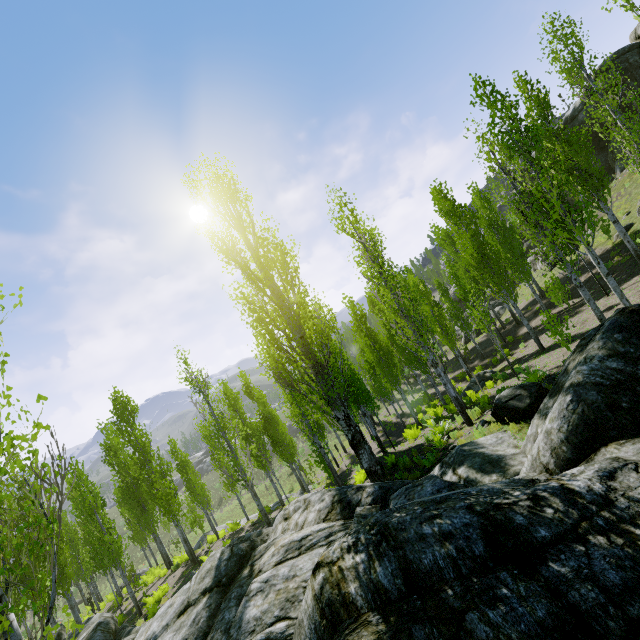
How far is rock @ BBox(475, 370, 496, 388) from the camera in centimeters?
1999cm

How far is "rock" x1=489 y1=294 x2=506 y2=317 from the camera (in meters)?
34.75

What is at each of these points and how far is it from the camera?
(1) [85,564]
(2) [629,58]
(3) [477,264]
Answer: (1) instancedfoliageactor, 25.9m
(2) rock, 26.1m
(3) instancedfoliageactor, 17.1m

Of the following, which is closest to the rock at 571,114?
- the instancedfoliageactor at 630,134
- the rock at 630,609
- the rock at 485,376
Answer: the instancedfoliageactor at 630,134

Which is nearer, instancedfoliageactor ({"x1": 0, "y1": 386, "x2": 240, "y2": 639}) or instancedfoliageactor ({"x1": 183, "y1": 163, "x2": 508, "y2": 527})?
instancedfoliageactor ({"x1": 0, "y1": 386, "x2": 240, "y2": 639})

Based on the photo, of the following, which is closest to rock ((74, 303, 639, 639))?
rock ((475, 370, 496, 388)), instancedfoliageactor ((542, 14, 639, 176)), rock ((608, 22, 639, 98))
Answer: instancedfoliageactor ((542, 14, 639, 176))
